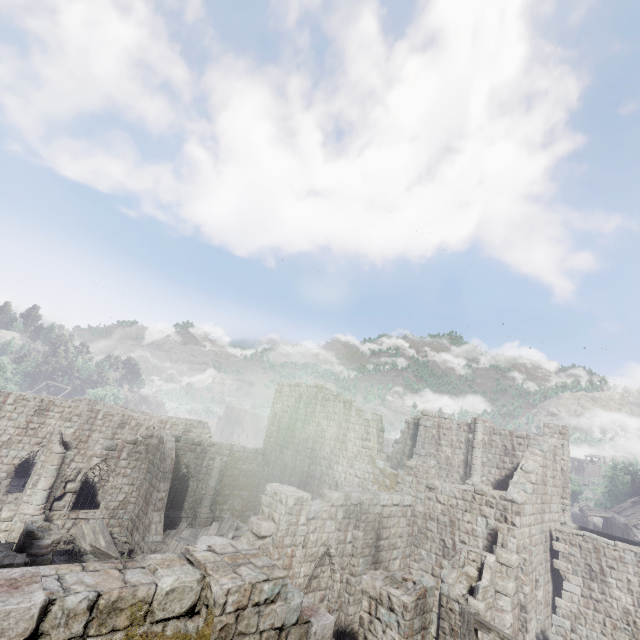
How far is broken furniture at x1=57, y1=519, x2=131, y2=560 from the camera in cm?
1614

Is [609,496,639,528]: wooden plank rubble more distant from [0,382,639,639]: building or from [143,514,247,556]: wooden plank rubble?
[143,514,247,556]: wooden plank rubble

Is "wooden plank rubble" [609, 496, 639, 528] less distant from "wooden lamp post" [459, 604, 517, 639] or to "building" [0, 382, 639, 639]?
"building" [0, 382, 639, 639]

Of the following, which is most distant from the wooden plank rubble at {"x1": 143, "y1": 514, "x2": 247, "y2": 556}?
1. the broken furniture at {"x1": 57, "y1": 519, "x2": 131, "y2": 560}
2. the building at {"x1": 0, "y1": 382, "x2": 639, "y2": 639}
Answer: the broken furniture at {"x1": 57, "y1": 519, "x2": 131, "y2": 560}

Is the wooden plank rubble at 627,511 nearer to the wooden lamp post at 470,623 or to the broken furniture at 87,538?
the wooden lamp post at 470,623

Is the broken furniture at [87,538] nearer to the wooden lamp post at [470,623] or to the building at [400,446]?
the building at [400,446]

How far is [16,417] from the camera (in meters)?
19.83

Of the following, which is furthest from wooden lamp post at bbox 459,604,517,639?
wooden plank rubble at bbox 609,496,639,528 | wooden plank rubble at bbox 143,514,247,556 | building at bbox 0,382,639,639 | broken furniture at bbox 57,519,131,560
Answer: wooden plank rubble at bbox 609,496,639,528
